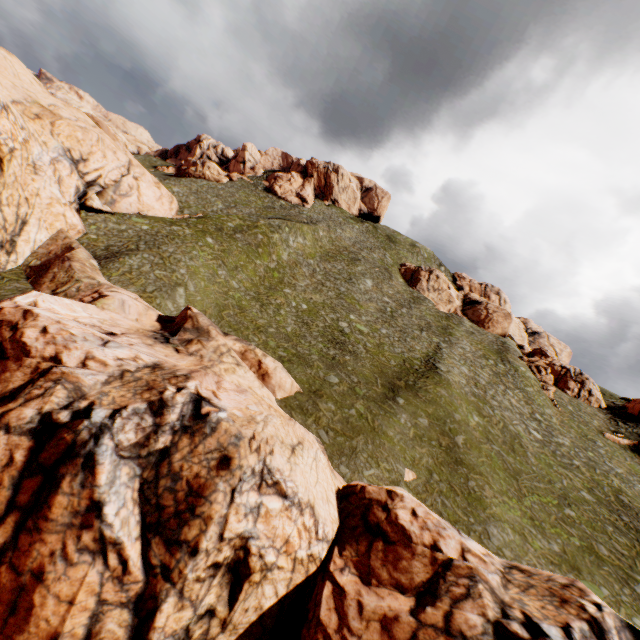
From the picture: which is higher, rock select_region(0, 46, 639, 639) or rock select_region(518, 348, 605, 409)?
rock select_region(518, 348, 605, 409)

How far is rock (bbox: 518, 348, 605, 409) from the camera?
49.47m

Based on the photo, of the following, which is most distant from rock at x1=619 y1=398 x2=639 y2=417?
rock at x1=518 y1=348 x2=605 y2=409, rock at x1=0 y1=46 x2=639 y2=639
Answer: rock at x1=0 y1=46 x2=639 y2=639

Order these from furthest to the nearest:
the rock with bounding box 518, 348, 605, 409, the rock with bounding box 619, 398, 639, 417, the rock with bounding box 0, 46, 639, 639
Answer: the rock with bounding box 619, 398, 639, 417 → the rock with bounding box 518, 348, 605, 409 → the rock with bounding box 0, 46, 639, 639

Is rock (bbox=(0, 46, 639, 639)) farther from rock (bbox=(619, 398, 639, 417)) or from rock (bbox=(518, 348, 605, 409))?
rock (bbox=(518, 348, 605, 409))

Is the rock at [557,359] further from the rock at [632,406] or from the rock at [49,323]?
the rock at [49,323]

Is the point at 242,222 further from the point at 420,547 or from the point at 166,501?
the point at 420,547

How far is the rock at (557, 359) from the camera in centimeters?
4947cm
